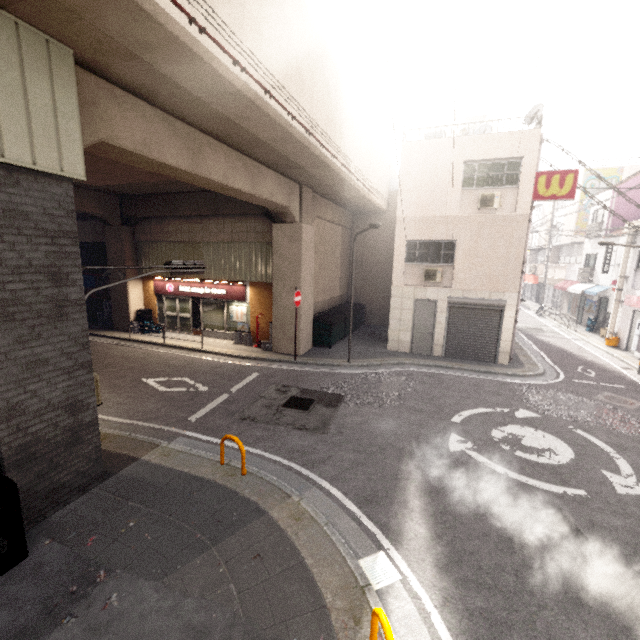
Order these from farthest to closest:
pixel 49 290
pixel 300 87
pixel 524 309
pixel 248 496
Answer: pixel 524 309, pixel 300 87, pixel 248 496, pixel 49 290

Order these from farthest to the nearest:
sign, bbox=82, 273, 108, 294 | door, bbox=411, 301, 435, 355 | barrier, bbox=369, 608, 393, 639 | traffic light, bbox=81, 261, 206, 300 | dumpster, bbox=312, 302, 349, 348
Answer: sign, bbox=82, 273, 108, 294 → dumpster, bbox=312, 302, 349, 348 → door, bbox=411, 301, 435, 355 → traffic light, bbox=81, 261, 206, 300 → barrier, bbox=369, 608, 393, 639

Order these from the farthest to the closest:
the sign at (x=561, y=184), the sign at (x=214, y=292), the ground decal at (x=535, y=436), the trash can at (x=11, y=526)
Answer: the sign at (x=214, y=292) < the sign at (x=561, y=184) < the ground decal at (x=535, y=436) < the trash can at (x=11, y=526)

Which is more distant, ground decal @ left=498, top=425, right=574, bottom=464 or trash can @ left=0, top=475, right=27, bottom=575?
ground decal @ left=498, top=425, right=574, bottom=464

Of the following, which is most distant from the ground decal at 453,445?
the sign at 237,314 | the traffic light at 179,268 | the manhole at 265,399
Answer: the sign at 237,314

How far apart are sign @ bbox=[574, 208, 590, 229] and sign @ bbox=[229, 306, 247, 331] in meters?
28.4 m

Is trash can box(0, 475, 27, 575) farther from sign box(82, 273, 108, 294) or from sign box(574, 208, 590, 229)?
sign box(574, 208, 590, 229)

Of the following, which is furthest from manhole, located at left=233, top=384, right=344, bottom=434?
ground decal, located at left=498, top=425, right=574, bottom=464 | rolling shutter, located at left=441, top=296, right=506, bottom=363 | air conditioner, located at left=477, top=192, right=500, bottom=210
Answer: air conditioner, located at left=477, top=192, right=500, bottom=210
